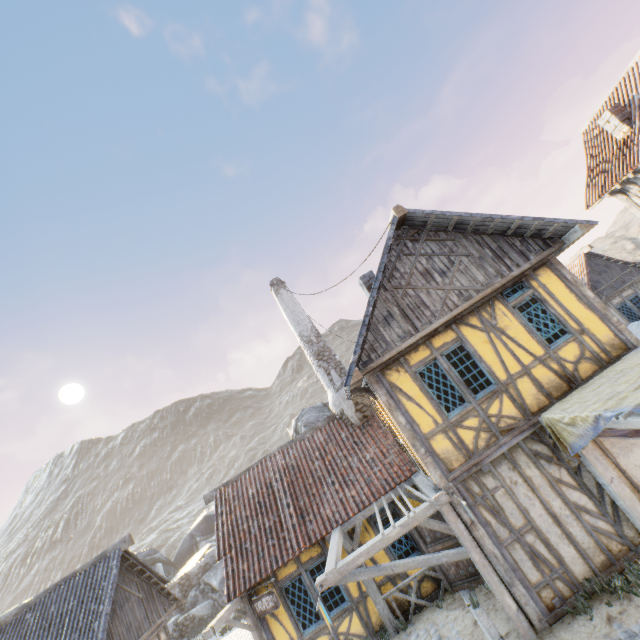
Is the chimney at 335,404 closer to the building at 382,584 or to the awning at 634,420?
the building at 382,584

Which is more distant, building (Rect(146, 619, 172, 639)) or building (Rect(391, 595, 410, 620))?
building (Rect(146, 619, 172, 639))

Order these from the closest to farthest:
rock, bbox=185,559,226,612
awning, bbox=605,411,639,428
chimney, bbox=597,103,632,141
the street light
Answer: awning, bbox=605,411,639,428, the street light, chimney, bbox=597,103,632,141, rock, bbox=185,559,226,612

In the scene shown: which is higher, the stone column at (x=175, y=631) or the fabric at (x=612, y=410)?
the fabric at (x=612, y=410)

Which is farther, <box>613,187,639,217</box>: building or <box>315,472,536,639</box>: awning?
<box>613,187,639,217</box>: building

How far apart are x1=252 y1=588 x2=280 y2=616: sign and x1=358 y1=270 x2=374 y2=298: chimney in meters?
8.8

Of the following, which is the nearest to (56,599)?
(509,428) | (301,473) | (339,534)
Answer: (301,473)

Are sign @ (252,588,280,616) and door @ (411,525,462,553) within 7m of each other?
yes
